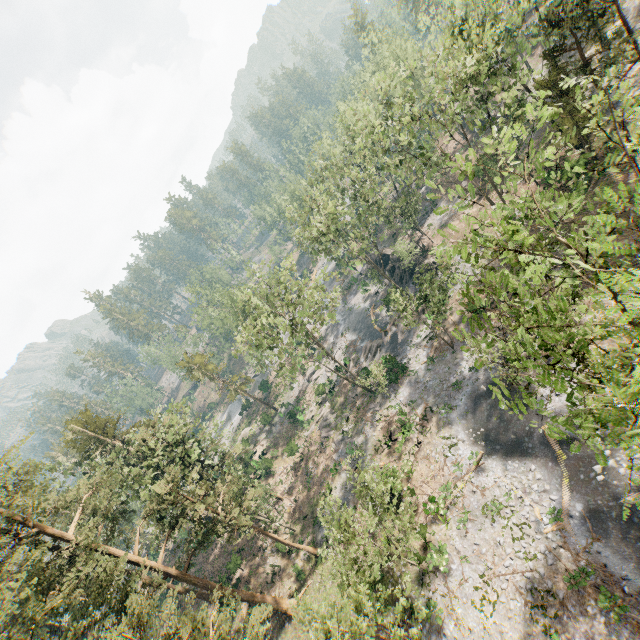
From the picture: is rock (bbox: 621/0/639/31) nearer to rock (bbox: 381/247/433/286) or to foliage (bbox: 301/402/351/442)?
foliage (bbox: 301/402/351/442)

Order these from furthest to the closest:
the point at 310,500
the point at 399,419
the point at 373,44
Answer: the point at 373,44
the point at 310,500
the point at 399,419

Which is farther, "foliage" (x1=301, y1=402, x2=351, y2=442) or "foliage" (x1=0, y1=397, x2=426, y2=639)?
"foliage" (x1=301, y1=402, x2=351, y2=442)

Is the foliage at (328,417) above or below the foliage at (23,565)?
below

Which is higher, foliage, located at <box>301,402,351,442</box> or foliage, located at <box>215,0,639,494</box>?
foliage, located at <box>215,0,639,494</box>

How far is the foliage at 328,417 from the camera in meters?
40.6

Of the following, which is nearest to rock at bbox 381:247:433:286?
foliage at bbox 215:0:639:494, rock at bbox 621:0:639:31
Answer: foliage at bbox 215:0:639:494
